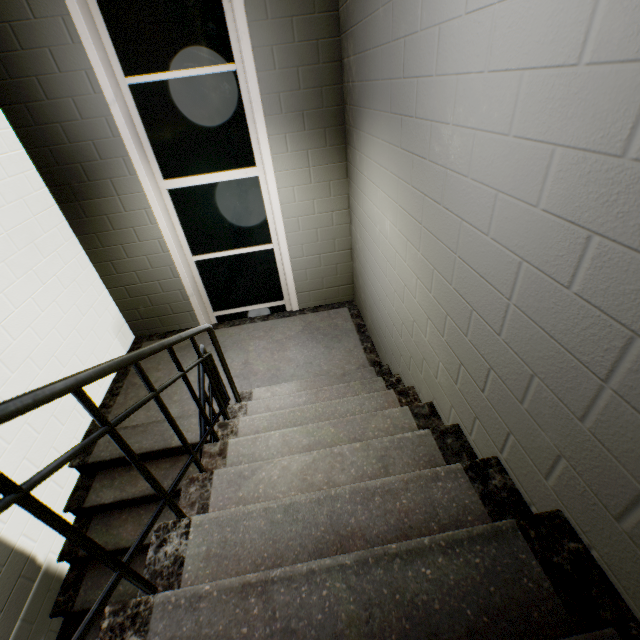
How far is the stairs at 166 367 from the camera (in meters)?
3.57

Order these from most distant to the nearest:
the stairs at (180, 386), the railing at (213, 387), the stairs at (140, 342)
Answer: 1. the stairs at (140, 342)
2. the stairs at (180, 386)
3. the railing at (213, 387)

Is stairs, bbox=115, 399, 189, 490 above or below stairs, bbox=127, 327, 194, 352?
below

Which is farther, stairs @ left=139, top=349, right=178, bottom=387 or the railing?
stairs @ left=139, top=349, right=178, bottom=387

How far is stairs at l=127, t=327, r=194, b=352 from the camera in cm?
410

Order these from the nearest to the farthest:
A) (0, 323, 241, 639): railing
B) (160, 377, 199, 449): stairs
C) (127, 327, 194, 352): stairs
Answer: (0, 323, 241, 639): railing → (160, 377, 199, 449): stairs → (127, 327, 194, 352): stairs

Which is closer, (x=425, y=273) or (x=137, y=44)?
(x=425, y=273)
